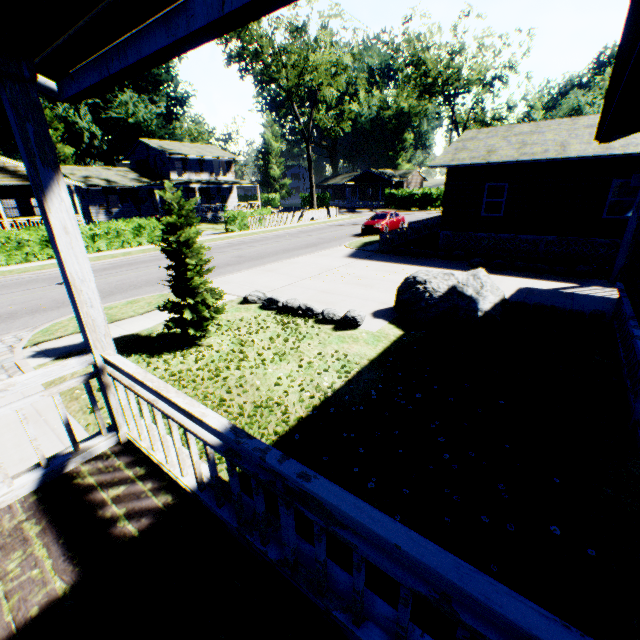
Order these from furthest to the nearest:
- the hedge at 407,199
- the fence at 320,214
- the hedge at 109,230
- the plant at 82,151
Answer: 1. the hedge at 407,199
2. the plant at 82,151
3. the fence at 320,214
4. the hedge at 109,230

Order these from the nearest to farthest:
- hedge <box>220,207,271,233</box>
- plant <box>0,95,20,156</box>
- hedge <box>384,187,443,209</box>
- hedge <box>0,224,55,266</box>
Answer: hedge <box>0,224,55,266</box>, hedge <box>220,207,271,233</box>, plant <box>0,95,20,156</box>, hedge <box>384,187,443,209</box>

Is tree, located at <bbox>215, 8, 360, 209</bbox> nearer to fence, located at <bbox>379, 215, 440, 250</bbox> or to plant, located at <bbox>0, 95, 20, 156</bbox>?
fence, located at <bbox>379, 215, 440, 250</bbox>

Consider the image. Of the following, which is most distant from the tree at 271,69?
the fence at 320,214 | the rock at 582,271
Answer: the rock at 582,271

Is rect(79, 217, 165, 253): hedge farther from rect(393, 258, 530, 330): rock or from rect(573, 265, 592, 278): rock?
rect(573, 265, 592, 278): rock

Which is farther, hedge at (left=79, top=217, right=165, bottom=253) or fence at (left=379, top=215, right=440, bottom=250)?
hedge at (left=79, top=217, right=165, bottom=253)

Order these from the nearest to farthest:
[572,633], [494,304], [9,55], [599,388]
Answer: [572,633] < [9,55] < [599,388] < [494,304]

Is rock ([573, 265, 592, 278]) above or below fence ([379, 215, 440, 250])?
below
